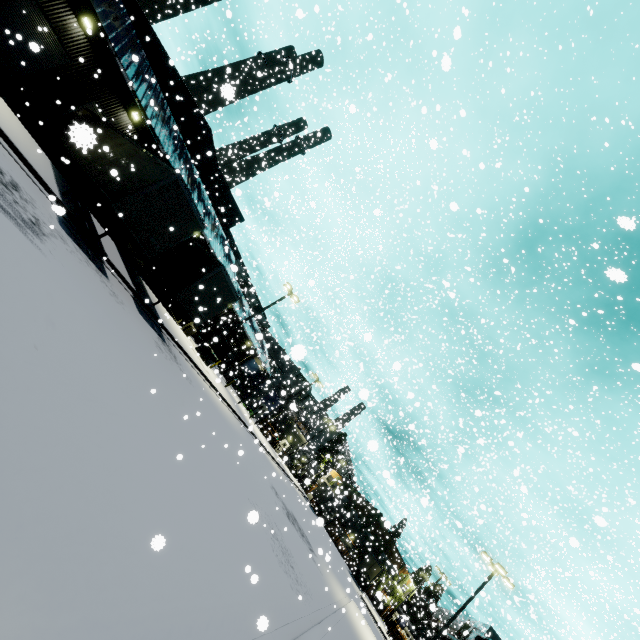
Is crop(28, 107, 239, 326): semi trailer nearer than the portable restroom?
Yes

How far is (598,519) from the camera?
5.05m

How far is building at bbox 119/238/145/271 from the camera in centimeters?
2781cm

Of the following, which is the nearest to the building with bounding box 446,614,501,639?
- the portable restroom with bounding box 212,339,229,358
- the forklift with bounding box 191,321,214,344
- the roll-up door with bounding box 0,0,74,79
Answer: A: the roll-up door with bounding box 0,0,74,79

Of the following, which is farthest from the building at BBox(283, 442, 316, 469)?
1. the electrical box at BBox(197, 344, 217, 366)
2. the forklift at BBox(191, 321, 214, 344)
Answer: the electrical box at BBox(197, 344, 217, 366)

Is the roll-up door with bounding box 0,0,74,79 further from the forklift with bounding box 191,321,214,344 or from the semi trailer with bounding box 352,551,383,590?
the forklift with bounding box 191,321,214,344

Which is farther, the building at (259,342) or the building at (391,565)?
the building at (391,565)

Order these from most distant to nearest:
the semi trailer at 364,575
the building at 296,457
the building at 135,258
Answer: the semi trailer at 364,575 < the building at 296,457 < the building at 135,258
